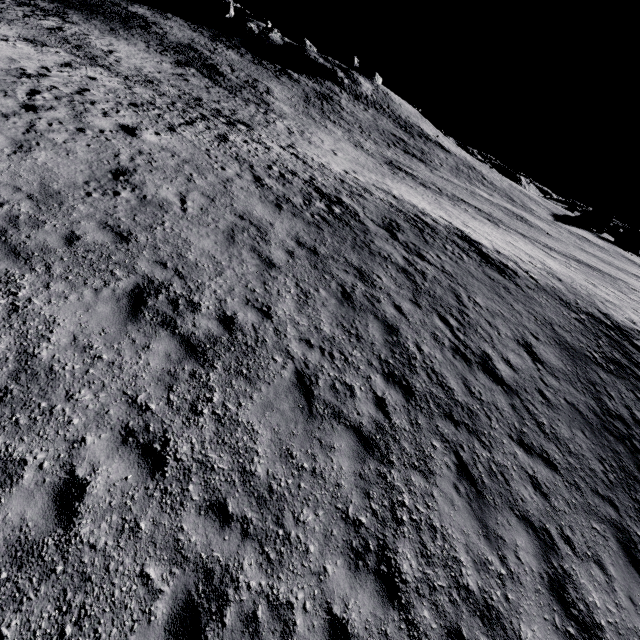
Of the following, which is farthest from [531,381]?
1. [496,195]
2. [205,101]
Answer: [496,195]
